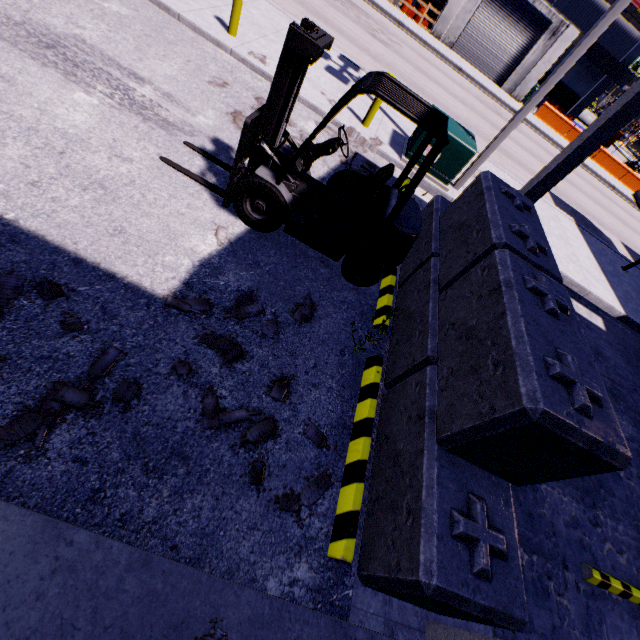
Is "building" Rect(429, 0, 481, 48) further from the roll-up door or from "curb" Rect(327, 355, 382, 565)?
"curb" Rect(327, 355, 382, 565)

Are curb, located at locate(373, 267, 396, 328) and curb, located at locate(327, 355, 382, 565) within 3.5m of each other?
yes

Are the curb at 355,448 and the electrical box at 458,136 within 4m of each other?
no

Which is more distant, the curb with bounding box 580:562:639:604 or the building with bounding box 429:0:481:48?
the building with bounding box 429:0:481:48

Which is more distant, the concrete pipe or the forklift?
the concrete pipe

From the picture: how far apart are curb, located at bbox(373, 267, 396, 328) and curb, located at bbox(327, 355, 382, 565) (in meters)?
0.57

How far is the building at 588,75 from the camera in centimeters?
2936cm

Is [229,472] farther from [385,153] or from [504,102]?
[504,102]
